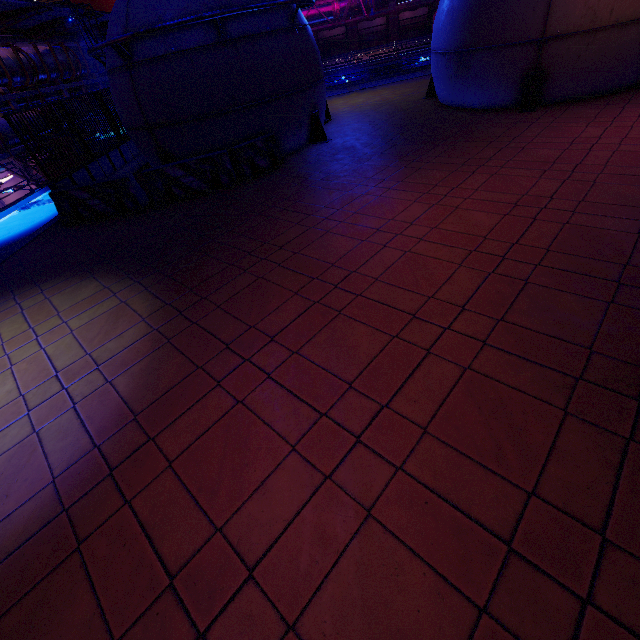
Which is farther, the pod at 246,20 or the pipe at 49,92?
the pipe at 49,92

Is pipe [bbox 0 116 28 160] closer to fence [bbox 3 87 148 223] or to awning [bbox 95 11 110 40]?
awning [bbox 95 11 110 40]

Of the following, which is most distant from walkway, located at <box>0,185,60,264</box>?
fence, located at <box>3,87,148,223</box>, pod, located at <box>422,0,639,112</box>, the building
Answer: the building

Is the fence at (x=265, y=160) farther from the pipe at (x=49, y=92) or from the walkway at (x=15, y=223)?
the pipe at (x=49, y=92)

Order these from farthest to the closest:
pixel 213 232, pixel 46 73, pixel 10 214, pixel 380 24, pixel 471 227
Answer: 1. pixel 380 24
2. pixel 46 73
3. pixel 10 214
4. pixel 213 232
5. pixel 471 227

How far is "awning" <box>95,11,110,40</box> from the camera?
18.9 meters

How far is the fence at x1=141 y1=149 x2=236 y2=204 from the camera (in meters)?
9.22
